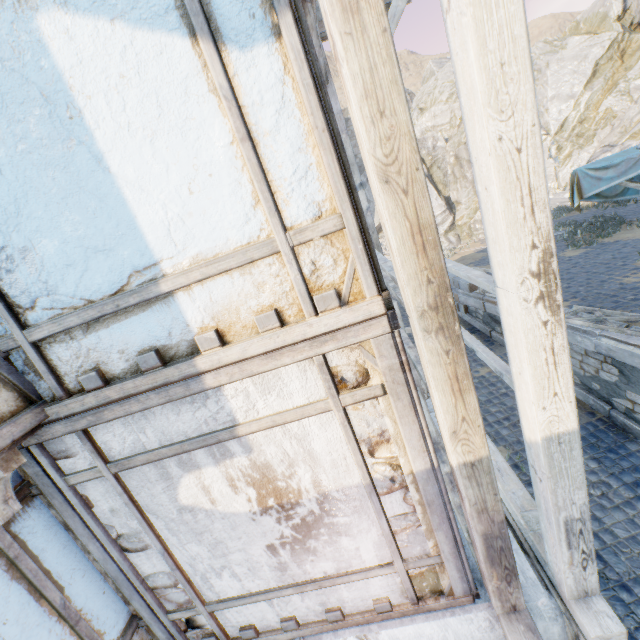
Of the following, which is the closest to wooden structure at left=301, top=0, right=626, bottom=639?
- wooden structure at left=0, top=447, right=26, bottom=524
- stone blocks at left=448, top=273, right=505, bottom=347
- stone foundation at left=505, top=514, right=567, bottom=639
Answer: stone foundation at left=505, top=514, right=567, bottom=639

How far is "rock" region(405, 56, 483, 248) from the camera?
31.7m

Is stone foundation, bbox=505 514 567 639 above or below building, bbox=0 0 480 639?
below

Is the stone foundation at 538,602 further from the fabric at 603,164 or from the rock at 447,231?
the fabric at 603,164

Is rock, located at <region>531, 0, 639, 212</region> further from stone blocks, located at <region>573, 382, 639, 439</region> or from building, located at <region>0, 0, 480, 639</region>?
building, located at <region>0, 0, 480, 639</region>

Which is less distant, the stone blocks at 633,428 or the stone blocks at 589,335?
the stone blocks at 589,335

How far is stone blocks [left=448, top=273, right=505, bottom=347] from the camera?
11.1m

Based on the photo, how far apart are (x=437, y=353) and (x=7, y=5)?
3.05m
